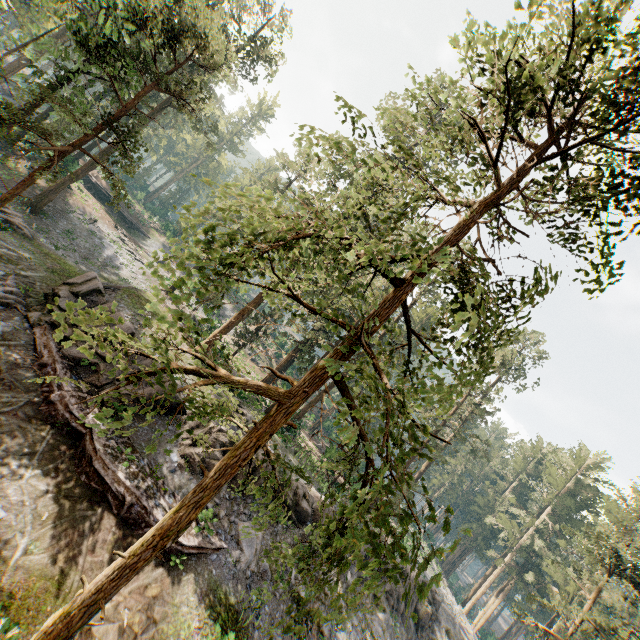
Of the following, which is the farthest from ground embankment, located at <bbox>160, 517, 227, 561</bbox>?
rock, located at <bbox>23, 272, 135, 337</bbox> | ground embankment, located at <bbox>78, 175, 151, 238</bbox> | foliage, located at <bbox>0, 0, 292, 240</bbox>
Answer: ground embankment, located at <bbox>78, 175, 151, 238</bbox>

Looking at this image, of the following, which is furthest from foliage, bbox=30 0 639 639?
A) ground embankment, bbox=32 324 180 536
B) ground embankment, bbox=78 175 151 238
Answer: ground embankment, bbox=32 324 180 536

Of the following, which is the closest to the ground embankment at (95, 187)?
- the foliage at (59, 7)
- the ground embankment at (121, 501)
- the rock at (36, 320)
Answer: the foliage at (59, 7)

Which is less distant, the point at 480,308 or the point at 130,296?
the point at 480,308

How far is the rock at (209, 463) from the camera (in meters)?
17.11

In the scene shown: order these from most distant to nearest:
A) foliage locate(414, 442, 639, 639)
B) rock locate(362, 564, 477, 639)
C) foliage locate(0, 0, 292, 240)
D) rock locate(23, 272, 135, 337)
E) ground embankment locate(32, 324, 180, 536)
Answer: foliage locate(414, 442, 639, 639)
rock locate(362, 564, 477, 639)
rock locate(23, 272, 135, 337)
foliage locate(0, 0, 292, 240)
ground embankment locate(32, 324, 180, 536)

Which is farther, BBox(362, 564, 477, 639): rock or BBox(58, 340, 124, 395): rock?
BBox(362, 564, 477, 639): rock

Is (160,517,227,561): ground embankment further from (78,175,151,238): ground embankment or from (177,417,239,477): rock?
(78,175,151,238): ground embankment
